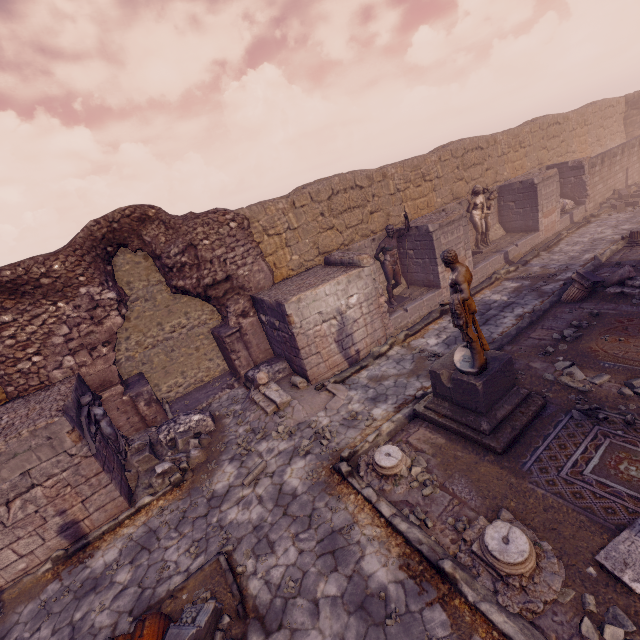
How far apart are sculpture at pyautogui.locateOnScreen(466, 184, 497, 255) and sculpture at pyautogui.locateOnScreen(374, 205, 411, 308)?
4.5m

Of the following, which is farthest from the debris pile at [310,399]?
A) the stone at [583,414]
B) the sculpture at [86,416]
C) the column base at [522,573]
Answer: Answer: the stone at [583,414]

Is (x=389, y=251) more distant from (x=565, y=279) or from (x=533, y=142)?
(x=533, y=142)

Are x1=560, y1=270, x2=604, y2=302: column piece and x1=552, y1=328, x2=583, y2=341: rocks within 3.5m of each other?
yes

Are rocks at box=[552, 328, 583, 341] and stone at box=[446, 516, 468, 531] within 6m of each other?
yes

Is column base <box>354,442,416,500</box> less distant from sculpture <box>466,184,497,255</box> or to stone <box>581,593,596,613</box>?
stone <box>581,593,596,613</box>

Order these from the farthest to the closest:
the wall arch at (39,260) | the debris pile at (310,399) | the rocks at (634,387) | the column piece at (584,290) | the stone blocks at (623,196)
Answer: the stone blocks at (623,196) → the column piece at (584,290) → the debris pile at (310,399) → the wall arch at (39,260) → the rocks at (634,387)

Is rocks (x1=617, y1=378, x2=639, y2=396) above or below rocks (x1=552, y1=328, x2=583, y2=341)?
above
